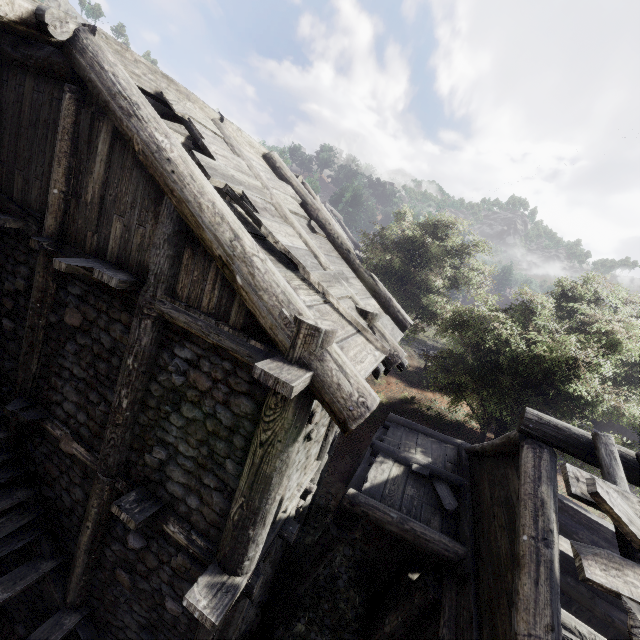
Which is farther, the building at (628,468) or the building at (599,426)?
the building at (599,426)

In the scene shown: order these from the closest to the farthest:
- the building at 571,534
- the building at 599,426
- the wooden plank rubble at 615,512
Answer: the wooden plank rubble at 615,512
the building at 571,534
the building at 599,426

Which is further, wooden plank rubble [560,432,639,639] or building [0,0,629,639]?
building [0,0,629,639]

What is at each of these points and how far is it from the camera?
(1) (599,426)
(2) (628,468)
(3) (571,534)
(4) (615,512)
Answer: (1) building, 22.6 meters
(2) building, 4.5 meters
(3) building, 8.6 meters
(4) wooden plank rubble, 3.2 meters

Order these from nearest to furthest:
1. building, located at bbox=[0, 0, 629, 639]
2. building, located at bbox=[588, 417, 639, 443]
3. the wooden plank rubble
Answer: the wooden plank rubble → building, located at bbox=[0, 0, 629, 639] → building, located at bbox=[588, 417, 639, 443]

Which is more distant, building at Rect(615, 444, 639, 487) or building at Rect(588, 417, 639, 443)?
building at Rect(588, 417, 639, 443)

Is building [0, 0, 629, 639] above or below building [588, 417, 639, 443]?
below
